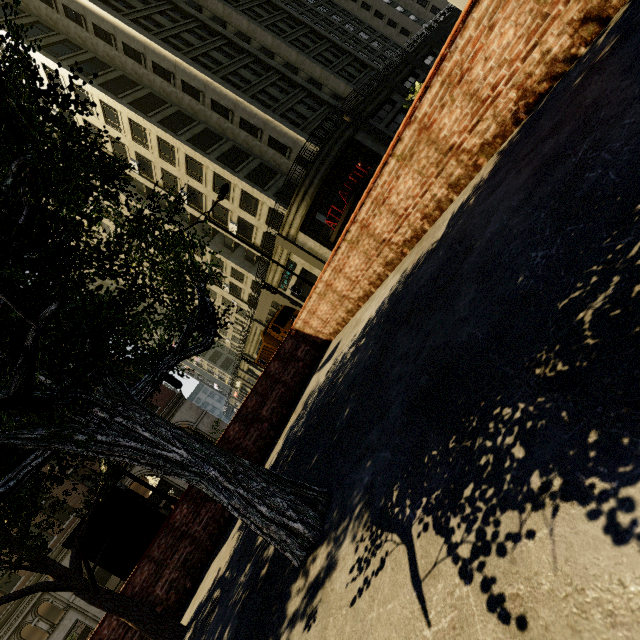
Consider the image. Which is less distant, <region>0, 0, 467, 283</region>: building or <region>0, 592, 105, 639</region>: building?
<region>0, 592, 105, 639</region>: building

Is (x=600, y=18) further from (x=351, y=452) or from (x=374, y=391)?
(x=351, y=452)

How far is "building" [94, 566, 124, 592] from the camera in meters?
20.9 m

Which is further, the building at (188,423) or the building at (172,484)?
the building at (188,423)

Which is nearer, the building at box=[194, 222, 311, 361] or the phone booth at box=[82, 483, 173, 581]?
the phone booth at box=[82, 483, 173, 581]

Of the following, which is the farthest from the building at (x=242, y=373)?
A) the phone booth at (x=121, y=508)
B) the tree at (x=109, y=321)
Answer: the phone booth at (x=121, y=508)

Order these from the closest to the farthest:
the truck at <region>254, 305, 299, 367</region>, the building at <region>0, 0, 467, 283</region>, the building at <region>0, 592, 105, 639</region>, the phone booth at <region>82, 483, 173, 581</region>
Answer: the phone booth at <region>82, 483, 173, 581</region> → the building at <region>0, 592, 105, 639</region> → the truck at <region>254, 305, 299, 367</region> → the building at <region>0, 0, 467, 283</region>

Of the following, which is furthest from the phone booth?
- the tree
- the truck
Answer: the truck
